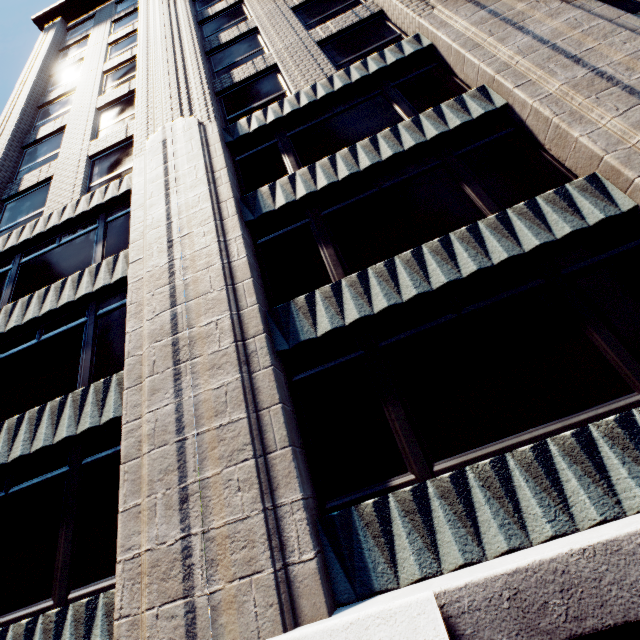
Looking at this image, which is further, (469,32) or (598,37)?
(469,32)
